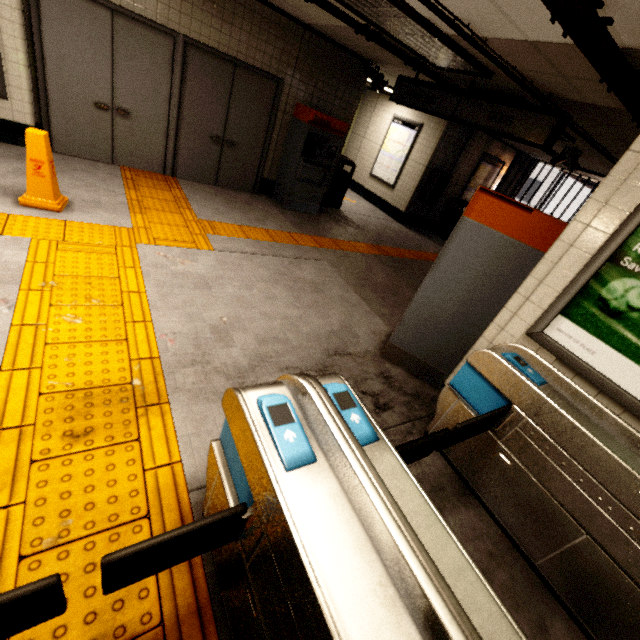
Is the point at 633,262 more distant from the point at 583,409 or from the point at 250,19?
the point at 250,19

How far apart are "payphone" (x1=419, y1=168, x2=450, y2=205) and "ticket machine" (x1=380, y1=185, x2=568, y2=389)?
6.3m

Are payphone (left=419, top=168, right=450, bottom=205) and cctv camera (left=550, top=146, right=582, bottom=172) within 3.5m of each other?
yes

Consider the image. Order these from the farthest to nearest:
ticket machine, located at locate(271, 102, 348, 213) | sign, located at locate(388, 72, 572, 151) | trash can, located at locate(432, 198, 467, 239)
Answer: trash can, located at locate(432, 198, 467, 239)
ticket machine, located at locate(271, 102, 348, 213)
sign, located at locate(388, 72, 572, 151)

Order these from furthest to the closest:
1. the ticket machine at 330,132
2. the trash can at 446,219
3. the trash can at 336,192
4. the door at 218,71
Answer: the trash can at 446,219 → the trash can at 336,192 → the ticket machine at 330,132 → the door at 218,71

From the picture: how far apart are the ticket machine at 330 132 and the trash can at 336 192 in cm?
67

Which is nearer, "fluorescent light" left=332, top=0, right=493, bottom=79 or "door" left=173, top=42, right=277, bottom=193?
"fluorescent light" left=332, top=0, right=493, bottom=79

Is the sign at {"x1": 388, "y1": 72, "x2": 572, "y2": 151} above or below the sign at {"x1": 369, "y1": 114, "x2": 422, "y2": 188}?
above
